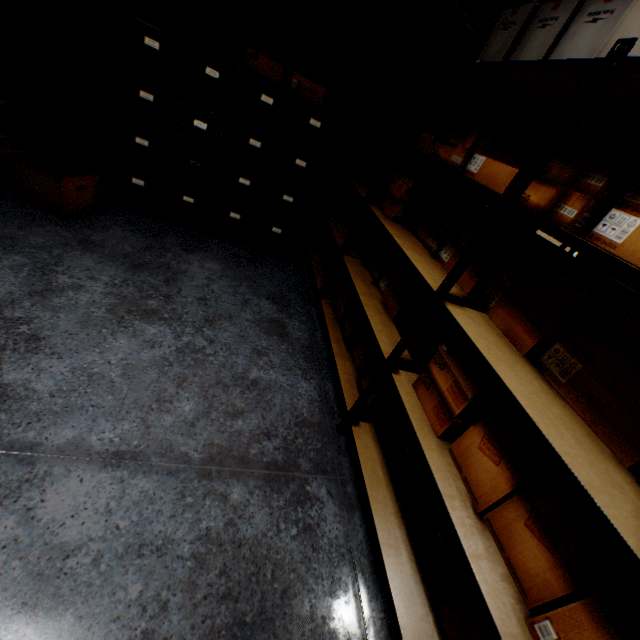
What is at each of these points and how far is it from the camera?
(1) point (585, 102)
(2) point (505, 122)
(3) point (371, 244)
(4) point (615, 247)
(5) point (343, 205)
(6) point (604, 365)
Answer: (1) rack, 0.9 meters
(2) cardboard box, 1.6 meters
(3) cardboard box, 2.5 meters
(4) cardboard box, 1.0 meters
(5) cardboard box, 3.3 meters
(6) cardboard box, 1.0 meters

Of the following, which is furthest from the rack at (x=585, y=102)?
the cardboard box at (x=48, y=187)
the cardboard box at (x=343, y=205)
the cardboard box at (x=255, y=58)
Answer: the cardboard box at (x=48, y=187)

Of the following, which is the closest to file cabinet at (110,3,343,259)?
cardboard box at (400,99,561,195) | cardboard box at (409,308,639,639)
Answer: cardboard box at (400,99,561,195)

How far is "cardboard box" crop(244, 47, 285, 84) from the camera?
2.33m

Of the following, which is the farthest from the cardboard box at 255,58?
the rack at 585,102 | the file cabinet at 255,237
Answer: the rack at 585,102

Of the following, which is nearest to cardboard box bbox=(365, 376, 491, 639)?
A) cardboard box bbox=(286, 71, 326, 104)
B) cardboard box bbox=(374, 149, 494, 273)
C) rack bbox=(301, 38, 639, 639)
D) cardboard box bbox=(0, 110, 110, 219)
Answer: rack bbox=(301, 38, 639, 639)

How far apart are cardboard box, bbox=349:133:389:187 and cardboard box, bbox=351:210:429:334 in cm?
10

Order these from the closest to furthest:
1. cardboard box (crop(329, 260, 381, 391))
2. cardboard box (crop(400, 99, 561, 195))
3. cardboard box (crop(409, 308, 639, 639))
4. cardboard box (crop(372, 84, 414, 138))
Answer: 1. cardboard box (crop(409, 308, 639, 639))
2. cardboard box (crop(400, 99, 561, 195))
3. cardboard box (crop(329, 260, 381, 391))
4. cardboard box (crop(372, 84, 414, 138))
